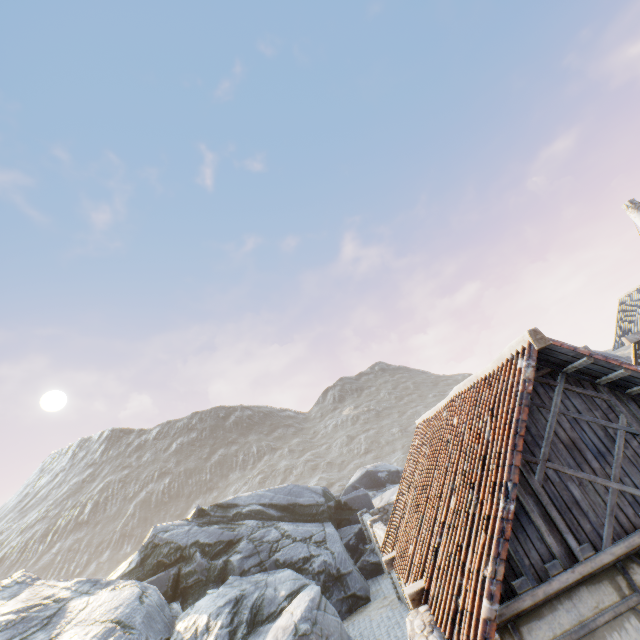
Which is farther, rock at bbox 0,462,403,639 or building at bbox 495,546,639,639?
rock at bbox 0,462,403,639

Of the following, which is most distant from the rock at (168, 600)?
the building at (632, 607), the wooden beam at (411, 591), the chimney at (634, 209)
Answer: the chimney at (634, 209)

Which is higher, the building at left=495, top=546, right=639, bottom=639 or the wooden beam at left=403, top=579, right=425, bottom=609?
the wooden beam at left=403, top=579, right=425, bottom=609

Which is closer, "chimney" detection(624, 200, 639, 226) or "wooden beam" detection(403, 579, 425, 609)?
"wooden beam" detection(403, 579, 425, 609)

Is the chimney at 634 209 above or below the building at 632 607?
above

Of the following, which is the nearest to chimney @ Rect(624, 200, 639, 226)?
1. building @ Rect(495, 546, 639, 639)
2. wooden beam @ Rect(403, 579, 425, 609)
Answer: building @ Rect(495, 546, 639, 639)

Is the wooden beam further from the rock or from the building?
the rock

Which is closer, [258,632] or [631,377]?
[631,377]
